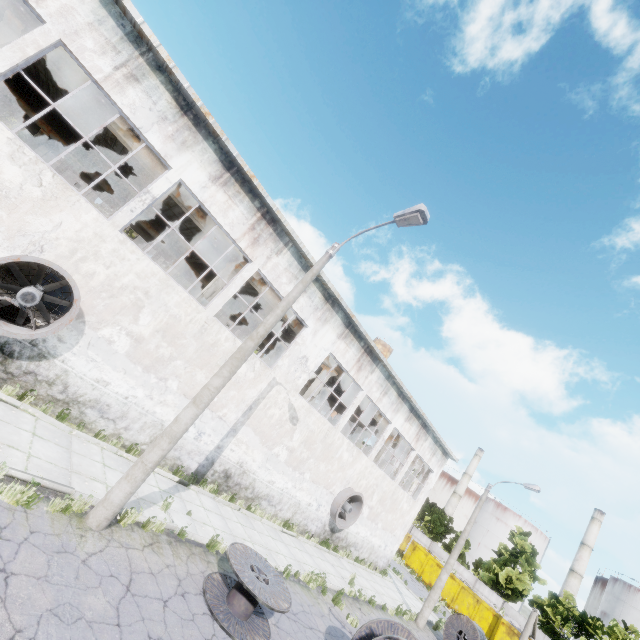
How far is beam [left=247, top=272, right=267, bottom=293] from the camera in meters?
16.0 m

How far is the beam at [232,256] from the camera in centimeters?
1506cm

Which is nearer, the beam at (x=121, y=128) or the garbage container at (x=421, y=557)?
the beam at (x=121, y=128)

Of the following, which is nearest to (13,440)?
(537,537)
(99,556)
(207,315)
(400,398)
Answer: (99,556)

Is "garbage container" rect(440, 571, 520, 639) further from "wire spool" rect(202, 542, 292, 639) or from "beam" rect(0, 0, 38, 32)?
"wire spool" rect(202, 542, 292, 639)

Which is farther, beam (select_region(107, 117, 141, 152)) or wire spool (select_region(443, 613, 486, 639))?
wire spool (select_region(443, 613, 486, 639))

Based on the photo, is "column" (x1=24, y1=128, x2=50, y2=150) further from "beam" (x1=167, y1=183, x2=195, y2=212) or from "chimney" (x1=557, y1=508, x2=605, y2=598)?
Answer: "chimney" (x1=557, y1=508, x2=605, y2=598)

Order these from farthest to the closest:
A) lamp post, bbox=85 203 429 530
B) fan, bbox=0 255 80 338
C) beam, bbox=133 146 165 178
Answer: beam, bbox=133 146 165 178 < fan, bbox=0 255 80 338 < lamp post, bbox=85 203 429 530
